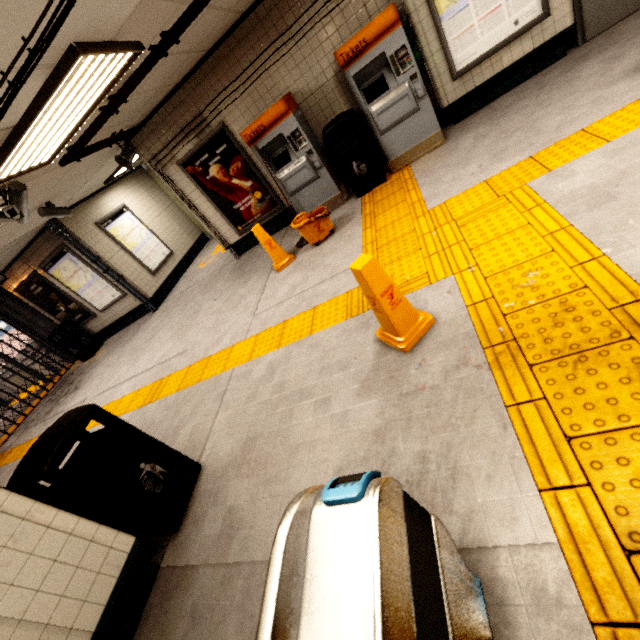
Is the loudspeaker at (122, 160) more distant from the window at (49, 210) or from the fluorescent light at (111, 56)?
the fluorescent light at (111, 56)

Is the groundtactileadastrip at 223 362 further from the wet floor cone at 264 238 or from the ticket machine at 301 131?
the wet floor cone at 264 238

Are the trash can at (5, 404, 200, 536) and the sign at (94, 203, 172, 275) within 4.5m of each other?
no

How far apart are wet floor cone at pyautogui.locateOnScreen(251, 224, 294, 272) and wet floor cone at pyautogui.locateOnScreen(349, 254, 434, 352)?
2.86m

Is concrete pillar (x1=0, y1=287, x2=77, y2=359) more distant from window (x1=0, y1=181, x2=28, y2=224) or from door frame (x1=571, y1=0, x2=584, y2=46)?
door frame (x1=571, y1=0, x2=584, y2=46)

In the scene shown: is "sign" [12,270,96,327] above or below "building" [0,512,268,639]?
above

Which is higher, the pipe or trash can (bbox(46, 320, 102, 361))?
the pipe

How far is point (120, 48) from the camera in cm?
284
